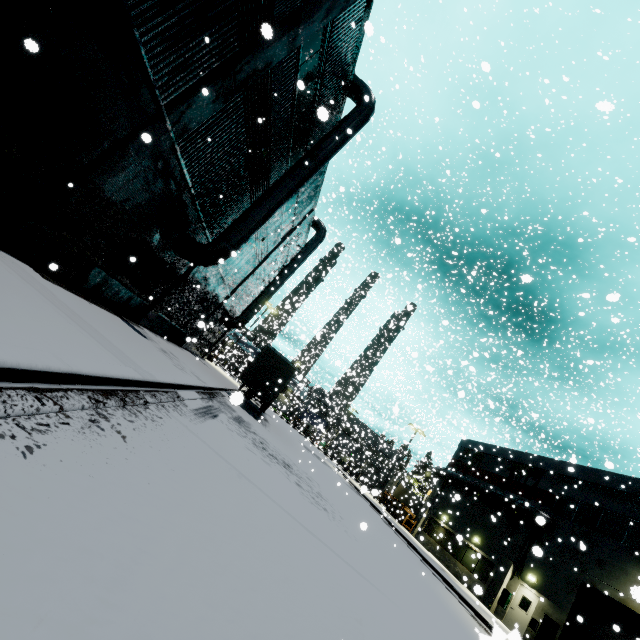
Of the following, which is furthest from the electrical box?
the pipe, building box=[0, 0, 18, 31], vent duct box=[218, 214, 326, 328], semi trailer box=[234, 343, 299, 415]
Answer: vent duct box=[218, 214, 326, 328]

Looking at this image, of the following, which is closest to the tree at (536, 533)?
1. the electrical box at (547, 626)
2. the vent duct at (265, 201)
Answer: the electrical box at (547, 626)

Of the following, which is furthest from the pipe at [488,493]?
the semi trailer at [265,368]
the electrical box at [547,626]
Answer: the electrical box at [547,626]

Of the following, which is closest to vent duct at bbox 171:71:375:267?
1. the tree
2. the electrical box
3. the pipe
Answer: the pipe

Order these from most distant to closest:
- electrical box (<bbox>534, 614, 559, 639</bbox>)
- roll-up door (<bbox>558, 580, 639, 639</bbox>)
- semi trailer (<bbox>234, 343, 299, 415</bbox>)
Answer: semi trailer (<bbox>234, 343, 299, 415</bbox>) < electrical box (<bbox>534, 614, 559, 639</bbox>) < roll-up door (<bbox>558, 580, 639, 639</bbox>)

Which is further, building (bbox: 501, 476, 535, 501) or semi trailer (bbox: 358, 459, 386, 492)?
semi trailer (bbox: 358, 459, 386, 492)

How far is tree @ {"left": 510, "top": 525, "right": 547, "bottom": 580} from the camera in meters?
20.4 m

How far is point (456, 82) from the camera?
32.4 meters
